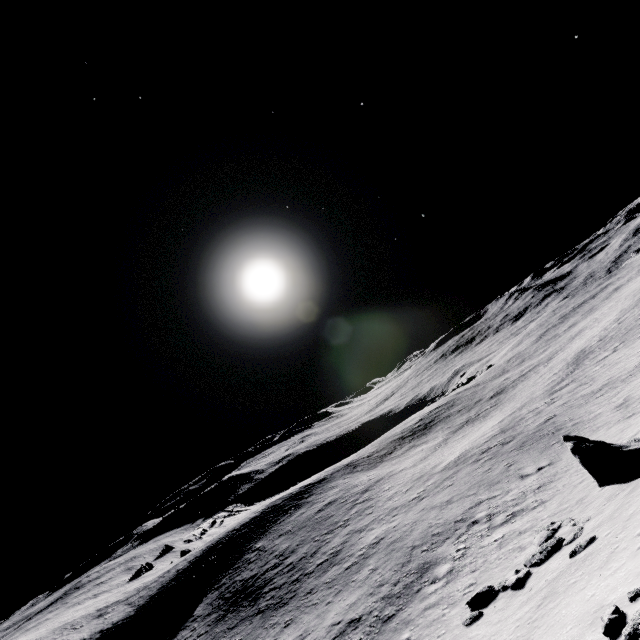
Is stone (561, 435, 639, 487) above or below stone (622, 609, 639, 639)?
below

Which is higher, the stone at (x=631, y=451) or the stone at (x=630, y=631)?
the stone at (x=630, y=631)

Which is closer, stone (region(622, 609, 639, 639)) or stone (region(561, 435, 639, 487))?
stone (region(622, 609, 639, 639))

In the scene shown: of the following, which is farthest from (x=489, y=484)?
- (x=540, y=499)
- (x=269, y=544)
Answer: (x=269, y=544)

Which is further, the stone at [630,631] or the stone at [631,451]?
the stone at [631,451]
